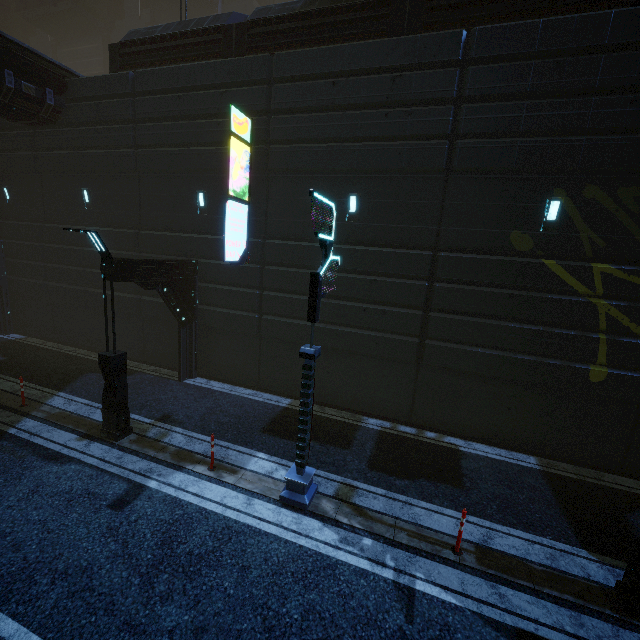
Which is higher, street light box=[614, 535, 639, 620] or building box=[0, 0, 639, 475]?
building box=[0, 0, 639, 475]

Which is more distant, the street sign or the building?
the building

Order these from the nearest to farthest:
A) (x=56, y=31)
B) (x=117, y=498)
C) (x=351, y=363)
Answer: (x=117, y=498) → (x=351, y=363) → (x=56, y=31)

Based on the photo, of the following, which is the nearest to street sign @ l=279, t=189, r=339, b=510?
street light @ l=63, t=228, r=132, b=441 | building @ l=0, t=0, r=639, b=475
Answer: building @ l=0, t=0, r=639, b=475

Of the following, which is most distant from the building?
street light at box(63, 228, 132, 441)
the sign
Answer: street light at box(63, 228, 132, 441)

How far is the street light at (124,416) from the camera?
8.0m

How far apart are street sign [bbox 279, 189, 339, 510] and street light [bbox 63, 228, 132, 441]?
4.9 meters

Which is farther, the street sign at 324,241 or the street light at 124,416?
the street light at 124,416
